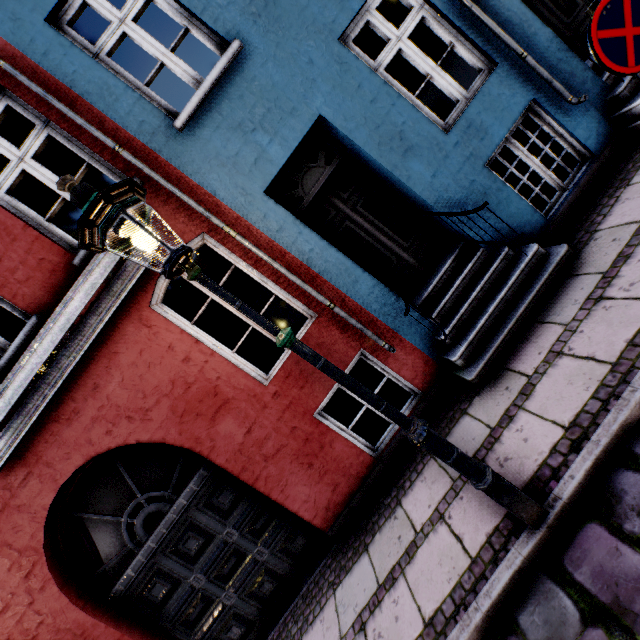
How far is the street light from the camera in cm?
183

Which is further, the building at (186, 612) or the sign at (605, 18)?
the building at (186, 612)

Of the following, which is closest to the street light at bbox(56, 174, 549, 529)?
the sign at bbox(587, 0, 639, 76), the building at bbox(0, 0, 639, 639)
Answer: the building at bbox(0, 0, 639, 639)

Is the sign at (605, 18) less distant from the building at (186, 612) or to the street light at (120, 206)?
the building at (186, 612)

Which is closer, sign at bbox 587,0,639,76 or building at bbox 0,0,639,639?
sign at bbox 587,0,639,76

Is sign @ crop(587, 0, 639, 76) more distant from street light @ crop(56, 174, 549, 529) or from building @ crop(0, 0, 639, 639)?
street light @ crop(56, 174, 549, 529)

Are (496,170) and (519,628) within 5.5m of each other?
no
